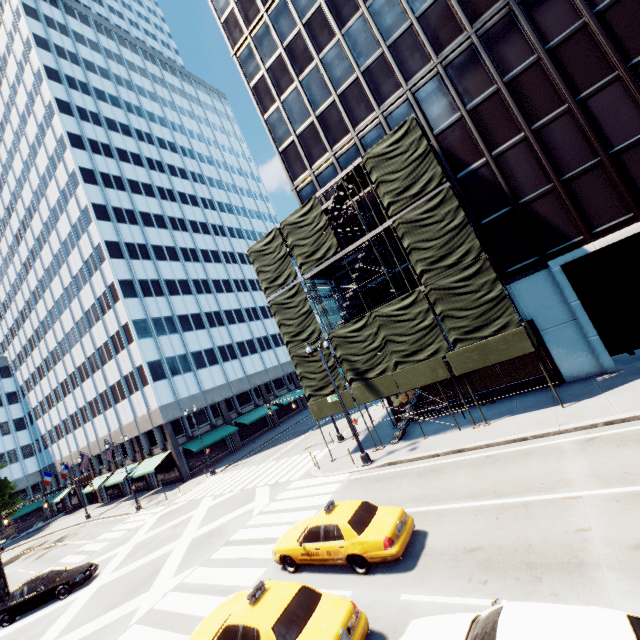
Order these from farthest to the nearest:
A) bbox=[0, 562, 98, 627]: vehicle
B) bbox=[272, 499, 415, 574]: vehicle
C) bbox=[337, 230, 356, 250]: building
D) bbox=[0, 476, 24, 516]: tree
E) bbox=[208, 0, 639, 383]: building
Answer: bbox=[0, 476, 24, 516]: tree < bbox=[337, 230, 356, 250]: building < bbox=[0, 562, 98, 627]: vehicle < bbox=[208, 0, 639, 383]: building < bbox=[272, 499, 415, 574]: vehicle

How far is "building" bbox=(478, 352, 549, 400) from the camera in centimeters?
1778cm

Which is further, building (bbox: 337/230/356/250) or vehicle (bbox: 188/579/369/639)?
building (bbox: 337/230/356/250)

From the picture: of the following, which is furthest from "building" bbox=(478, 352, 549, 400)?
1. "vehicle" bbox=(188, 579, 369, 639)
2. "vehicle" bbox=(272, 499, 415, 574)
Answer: "vehicle" bbox=(188, 579, 369, 639)

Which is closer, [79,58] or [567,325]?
[567,325]

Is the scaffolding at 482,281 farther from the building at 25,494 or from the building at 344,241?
the building at 25,494

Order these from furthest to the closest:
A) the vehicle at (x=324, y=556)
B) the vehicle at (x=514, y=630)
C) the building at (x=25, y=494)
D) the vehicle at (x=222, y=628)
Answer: the building at (x=25, y=494)
the vehicle at (x=324, y=556)
the vehicle at (x=222, y=628)
the vehicle at (x=514, y=630)

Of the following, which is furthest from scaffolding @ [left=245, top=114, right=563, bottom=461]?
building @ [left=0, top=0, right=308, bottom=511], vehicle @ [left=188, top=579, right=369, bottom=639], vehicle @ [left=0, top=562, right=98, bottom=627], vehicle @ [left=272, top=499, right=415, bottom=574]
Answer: building @ [left=0, top=0, right=308, bottom=511]
